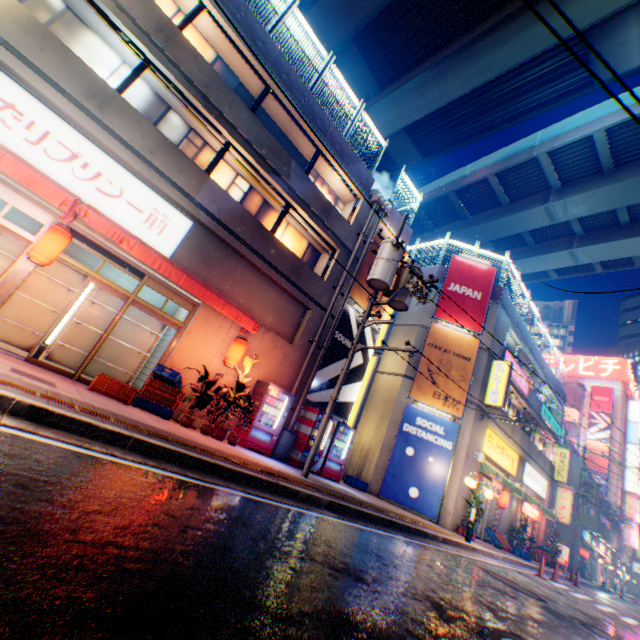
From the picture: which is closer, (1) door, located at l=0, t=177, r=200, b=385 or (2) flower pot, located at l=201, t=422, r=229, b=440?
(1) door, located at l=0, t=177, r=200, b=385

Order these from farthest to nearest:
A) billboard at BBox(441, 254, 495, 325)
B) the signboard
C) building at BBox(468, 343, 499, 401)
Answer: the signboard, billboard at BBox(441, 254, 495, 325), building at BBox(468, 343, 499, 401)

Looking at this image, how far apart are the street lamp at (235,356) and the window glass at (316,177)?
7.0 meters

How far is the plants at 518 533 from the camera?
18.0 meters

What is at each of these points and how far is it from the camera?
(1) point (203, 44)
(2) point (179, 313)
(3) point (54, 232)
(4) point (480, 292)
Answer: (1) window glass, 10.8 meters
(2) building, 10.8 meters
(3) street lamp, 6.9 meters
(4) billboard, 18.0 meters

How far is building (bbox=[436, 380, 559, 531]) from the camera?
14.50m

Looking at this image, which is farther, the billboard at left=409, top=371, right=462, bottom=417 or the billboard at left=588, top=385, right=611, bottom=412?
the billboard at left=588, top=385, right=611, bottom=412

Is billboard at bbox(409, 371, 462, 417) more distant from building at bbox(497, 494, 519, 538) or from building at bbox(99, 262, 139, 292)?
building at bbox(99, 262, 139, 292)
